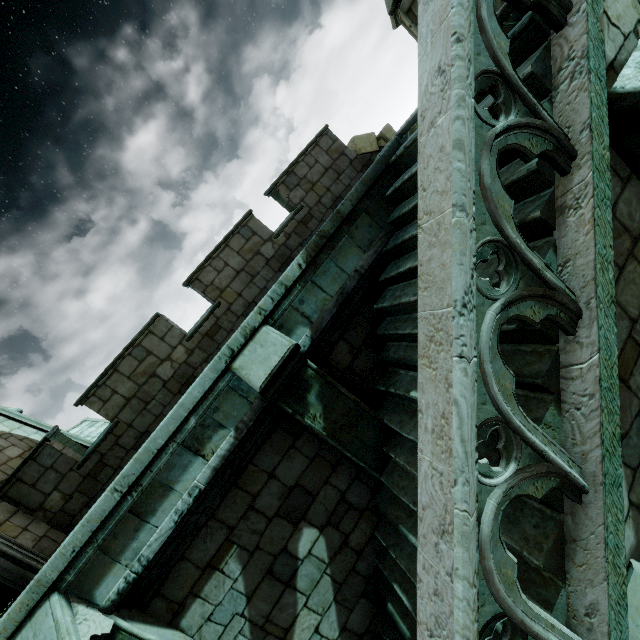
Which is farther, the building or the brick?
the brick

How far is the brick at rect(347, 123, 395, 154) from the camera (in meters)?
8.66

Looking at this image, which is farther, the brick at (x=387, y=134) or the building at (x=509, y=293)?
the brick at (x=387, y=134)

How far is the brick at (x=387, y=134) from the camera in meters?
8.7 m

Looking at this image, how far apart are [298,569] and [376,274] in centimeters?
402cm
